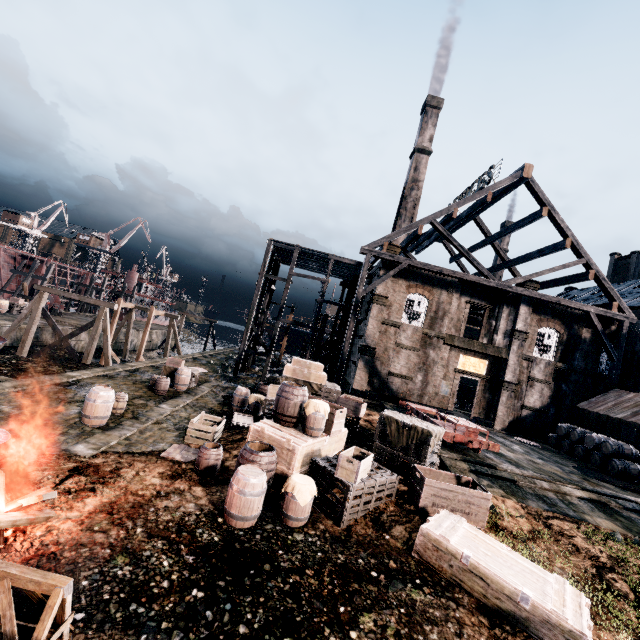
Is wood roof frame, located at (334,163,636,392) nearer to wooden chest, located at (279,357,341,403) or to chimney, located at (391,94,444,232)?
chimney, located at (391,94,444,232)

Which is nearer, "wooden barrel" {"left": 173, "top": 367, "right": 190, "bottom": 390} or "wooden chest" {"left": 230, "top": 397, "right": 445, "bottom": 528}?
"wooden chest" {"left": 230, "top": 397, "right": 445, "bottom": 528}

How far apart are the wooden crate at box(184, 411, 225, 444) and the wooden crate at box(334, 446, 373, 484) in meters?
5.8

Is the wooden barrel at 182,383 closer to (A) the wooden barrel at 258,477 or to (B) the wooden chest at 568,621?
(A) the wooden barrel at 258,477

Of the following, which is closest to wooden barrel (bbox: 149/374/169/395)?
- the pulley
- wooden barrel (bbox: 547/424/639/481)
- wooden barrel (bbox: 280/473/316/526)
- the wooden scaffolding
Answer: the wooden scaffolding

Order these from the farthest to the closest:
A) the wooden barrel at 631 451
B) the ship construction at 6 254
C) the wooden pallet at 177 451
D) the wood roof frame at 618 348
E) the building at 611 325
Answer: the ship construction at 6 254
the building at 611 325
the wood roof frame at 618 348
the wooden barrel at 631 451
the wooden pallet at 177 451

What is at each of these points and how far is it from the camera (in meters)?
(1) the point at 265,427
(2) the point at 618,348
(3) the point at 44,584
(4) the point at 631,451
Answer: (1) wooden chest, 10.60
(2) wood roof frame, 26.88
(3) wooden support structure, 4.04
(4) wooden barrel, 20.16

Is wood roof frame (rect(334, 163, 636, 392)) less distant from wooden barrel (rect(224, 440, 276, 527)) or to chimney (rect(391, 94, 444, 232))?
chimney (rect(391, 94, 444, 232))
